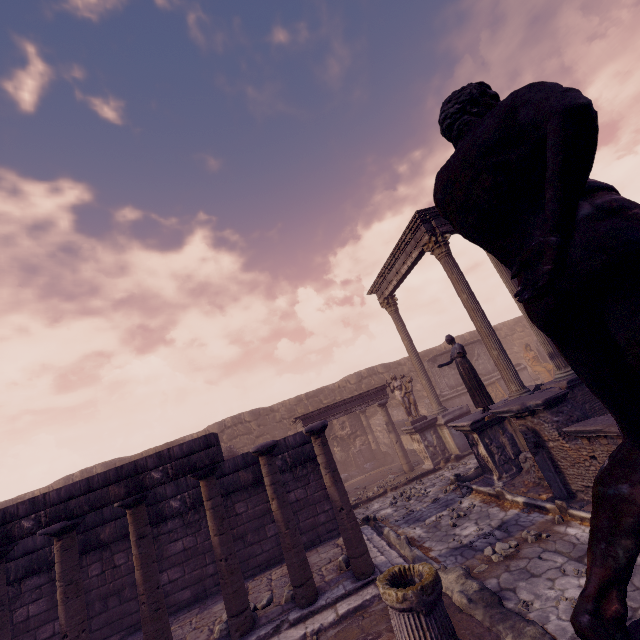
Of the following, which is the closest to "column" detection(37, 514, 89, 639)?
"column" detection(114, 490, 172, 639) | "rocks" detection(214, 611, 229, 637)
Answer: "column" detection(114, 490, 172, 639)

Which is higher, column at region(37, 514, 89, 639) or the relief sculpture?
column at region(37, 514, 89, 639)

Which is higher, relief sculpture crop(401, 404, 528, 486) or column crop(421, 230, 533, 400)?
column crop(421, 230, 533, 400)

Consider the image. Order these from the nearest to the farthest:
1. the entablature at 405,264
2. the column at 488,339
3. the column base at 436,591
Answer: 1. the column base at 436,591
2. the column at 488,339
3. the entablature at 405,264

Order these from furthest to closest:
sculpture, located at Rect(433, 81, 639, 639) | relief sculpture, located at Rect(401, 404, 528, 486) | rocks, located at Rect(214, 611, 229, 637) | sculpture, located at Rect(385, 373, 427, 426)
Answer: sculpture, located at Rect(385, 373, 427, 426) → relief sculpture, located at Rect(401, 404, 528, 486) → rocks, located at Rect(214, 611, 229, 637) → sculpture, located at Rect(433, 81, 639, 639)

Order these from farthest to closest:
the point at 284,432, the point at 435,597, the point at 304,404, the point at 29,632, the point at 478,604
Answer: the point at 304,404 < the point at 284,432 < the point at 29,632 < the point at 478,604 < the point at 435,597

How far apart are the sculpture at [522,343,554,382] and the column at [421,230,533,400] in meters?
10.3 m

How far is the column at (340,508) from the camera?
5.43m
